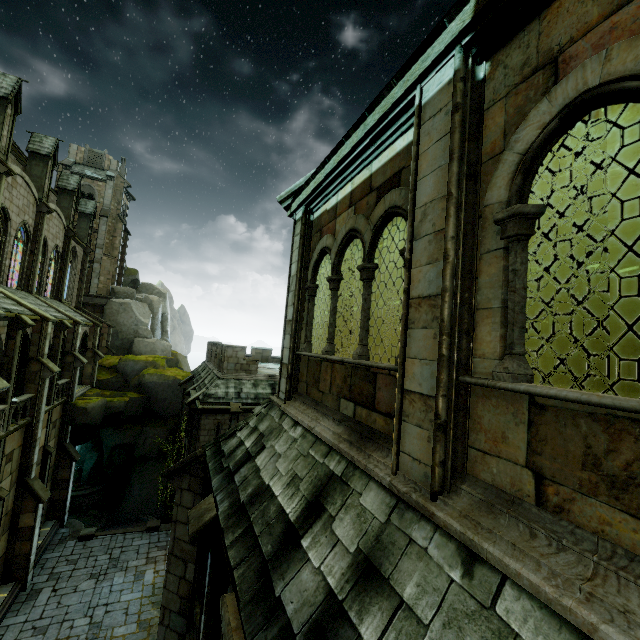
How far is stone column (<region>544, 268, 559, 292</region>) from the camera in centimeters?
924cm

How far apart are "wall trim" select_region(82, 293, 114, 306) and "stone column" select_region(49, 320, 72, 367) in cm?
1693

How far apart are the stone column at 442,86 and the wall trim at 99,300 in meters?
41.0

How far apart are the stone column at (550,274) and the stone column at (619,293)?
2.43m

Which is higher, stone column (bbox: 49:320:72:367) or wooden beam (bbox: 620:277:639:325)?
wooden beam (bbox: 620:277:639:325)

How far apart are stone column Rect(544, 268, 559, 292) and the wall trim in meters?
40.2

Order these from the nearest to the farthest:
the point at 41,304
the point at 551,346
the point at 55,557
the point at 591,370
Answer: the point at 551,346 < the point at 591,370 < the point at 55,557 < the point at 41,304

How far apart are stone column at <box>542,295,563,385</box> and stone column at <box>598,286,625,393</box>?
2.43m
